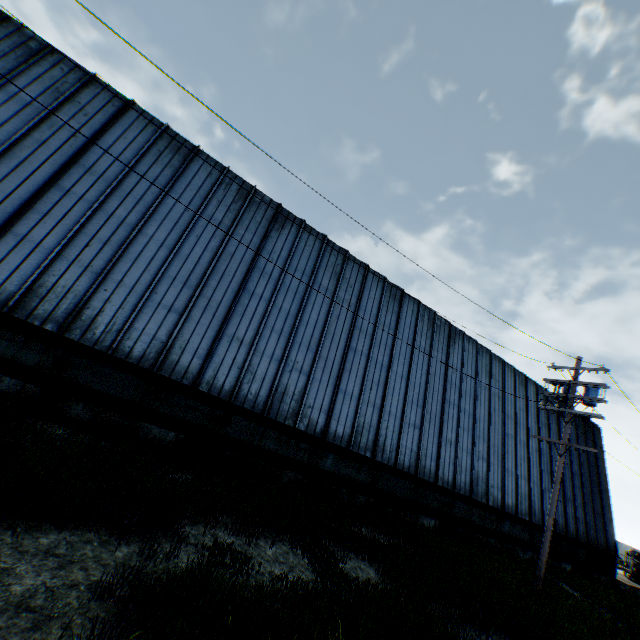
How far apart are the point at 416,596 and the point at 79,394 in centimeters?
1075cm

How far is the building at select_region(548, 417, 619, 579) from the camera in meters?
21.4 m

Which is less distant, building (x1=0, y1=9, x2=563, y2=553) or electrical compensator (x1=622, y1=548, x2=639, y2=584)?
building (x1=0, y1=9, x2=563, y2=553)

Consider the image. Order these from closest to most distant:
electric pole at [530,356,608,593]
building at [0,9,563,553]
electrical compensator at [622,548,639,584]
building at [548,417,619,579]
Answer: building at [0,9,563,553]
electric pole at [530,356,608,593]
building at [548,417,619,579]
electrical compensator at [622,548,639,584]

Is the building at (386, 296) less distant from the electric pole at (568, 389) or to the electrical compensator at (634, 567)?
the electric pole at (568, 389)

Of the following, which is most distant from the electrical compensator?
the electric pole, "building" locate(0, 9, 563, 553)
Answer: the electric pole
